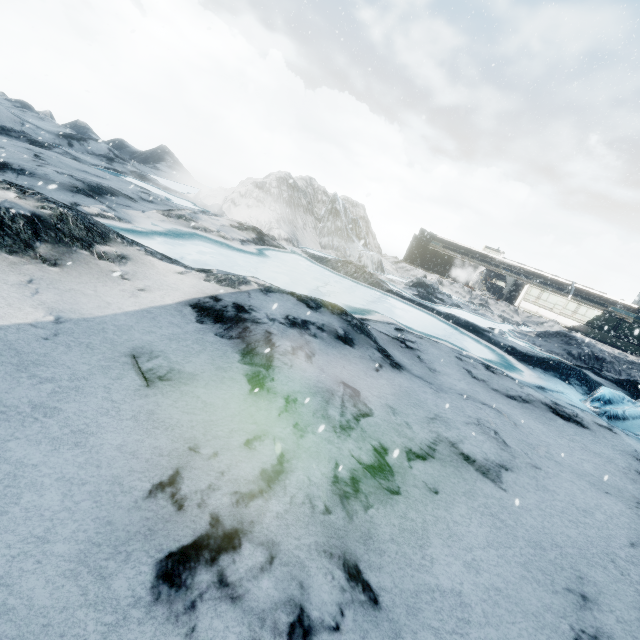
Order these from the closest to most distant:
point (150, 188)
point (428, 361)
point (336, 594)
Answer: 1. point (336, 594)
2. point (428, 361)
3. point (150, 188)
